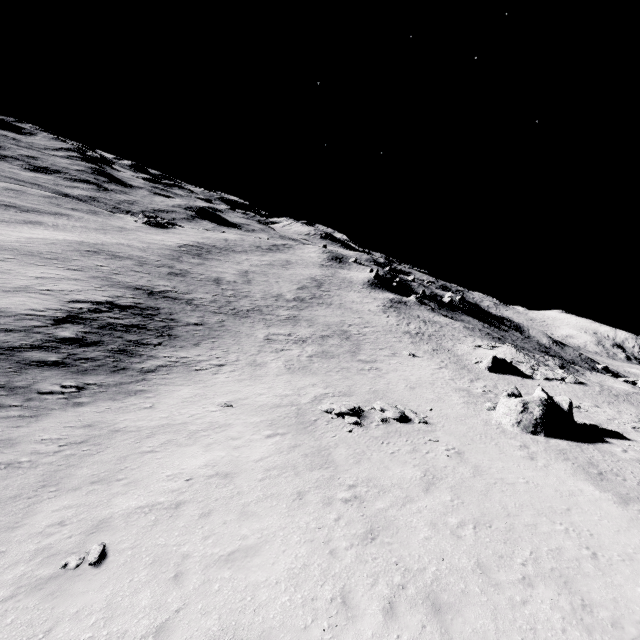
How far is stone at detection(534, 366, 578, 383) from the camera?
39.62m

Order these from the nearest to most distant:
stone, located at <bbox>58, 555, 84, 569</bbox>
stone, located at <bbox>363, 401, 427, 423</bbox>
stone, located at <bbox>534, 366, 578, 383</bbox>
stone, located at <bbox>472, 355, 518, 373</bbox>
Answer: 1. stone, located at <bbox>58, 555, 84, 569</bbox>
2. stone, located at <bbox>363, 401, 427, 423</bbox>
3. stone, located at <bbox>534, 366, 578, 383</bbox>
4. stone, located at <bbox>472, 355, 518, 373</bbox>

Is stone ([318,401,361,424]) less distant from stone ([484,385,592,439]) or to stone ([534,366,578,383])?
stone ([484,385,592,439])

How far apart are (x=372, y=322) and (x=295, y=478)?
48.2m

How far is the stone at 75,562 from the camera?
8.1m

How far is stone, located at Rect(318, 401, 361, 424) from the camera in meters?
19.3 m

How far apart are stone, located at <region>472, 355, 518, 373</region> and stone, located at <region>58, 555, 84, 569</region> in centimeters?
4318cm

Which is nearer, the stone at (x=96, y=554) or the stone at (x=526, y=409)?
the stone at (x=96, y=554)
